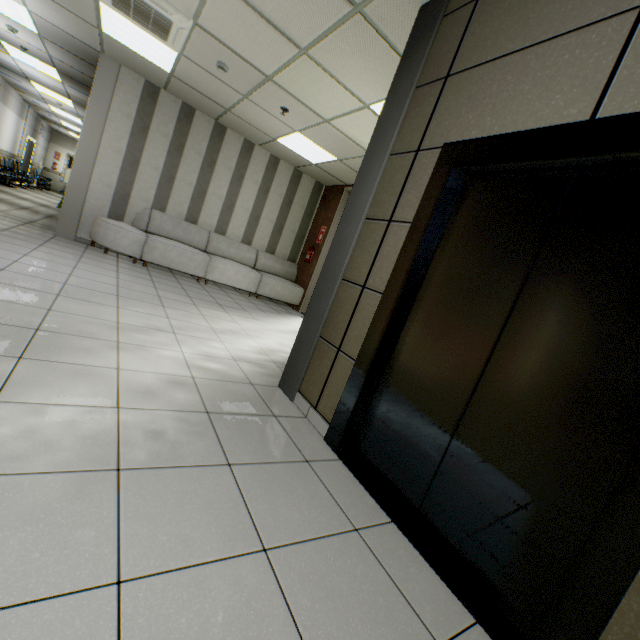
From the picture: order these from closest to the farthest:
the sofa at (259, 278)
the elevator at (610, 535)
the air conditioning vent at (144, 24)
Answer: the elevator at (610, 535) → the air conditioning vent at (144, 24) → the sofa at (259, 278)

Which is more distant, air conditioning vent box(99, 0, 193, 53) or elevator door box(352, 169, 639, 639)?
air conditioning vent box(99, 0, 193, 53)

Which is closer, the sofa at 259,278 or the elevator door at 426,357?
the elevator door at 426,357

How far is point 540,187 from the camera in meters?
1.6 m

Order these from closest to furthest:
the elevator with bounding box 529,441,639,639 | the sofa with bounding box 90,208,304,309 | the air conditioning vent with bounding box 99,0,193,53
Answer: the elevator with bounding box 529,441,639,639, the air conditioning vent with bounding box 99,0,193,53, the sofa with bounding box 90,208,304,309

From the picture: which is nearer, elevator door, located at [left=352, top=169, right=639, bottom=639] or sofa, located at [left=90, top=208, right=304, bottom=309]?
elevator door, located at [left=352, top=169, right=639, bottom=639]

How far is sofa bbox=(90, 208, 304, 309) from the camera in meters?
6.0

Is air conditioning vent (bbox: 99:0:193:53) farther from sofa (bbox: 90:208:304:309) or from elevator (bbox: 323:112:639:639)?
elevator (bbox: 323:112:639:639)
